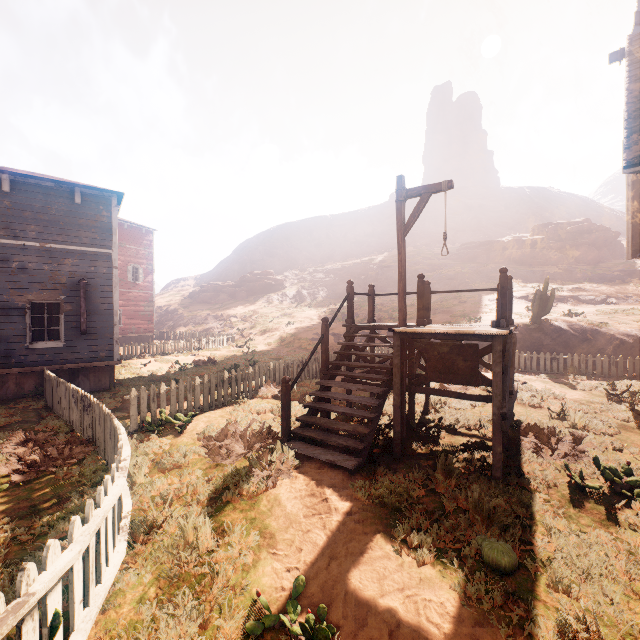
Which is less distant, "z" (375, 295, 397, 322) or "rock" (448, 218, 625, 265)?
"z" (375, 295, 397, 322)

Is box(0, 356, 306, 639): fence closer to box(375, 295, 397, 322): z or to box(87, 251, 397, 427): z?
box(87, 251, 397, 427): z

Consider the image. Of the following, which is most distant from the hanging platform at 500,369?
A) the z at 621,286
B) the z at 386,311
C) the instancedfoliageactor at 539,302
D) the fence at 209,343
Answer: the z at 621,286

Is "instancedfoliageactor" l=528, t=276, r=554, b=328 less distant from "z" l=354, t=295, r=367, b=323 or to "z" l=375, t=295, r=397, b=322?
"z" l=375, t=295, r=397, b=322

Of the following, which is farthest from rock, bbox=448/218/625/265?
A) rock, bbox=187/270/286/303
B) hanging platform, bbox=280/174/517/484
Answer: hanging platform, bbox=280/174/517/484

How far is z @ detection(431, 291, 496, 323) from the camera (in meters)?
22.45

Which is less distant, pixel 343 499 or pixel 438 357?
pixel 343 499

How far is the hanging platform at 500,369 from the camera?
5.3 meters
